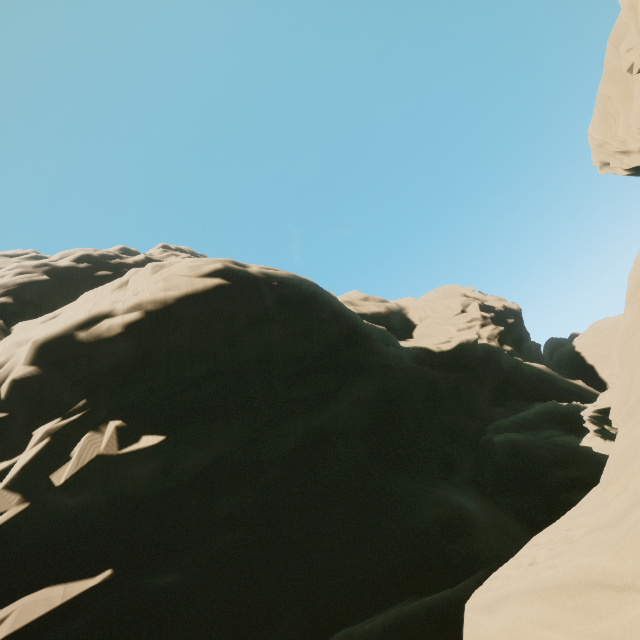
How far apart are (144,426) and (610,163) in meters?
43.1

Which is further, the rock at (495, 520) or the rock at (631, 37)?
the rock at (631, 37)

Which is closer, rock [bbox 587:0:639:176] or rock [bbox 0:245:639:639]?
rock [bbox 0:245:639:639]
